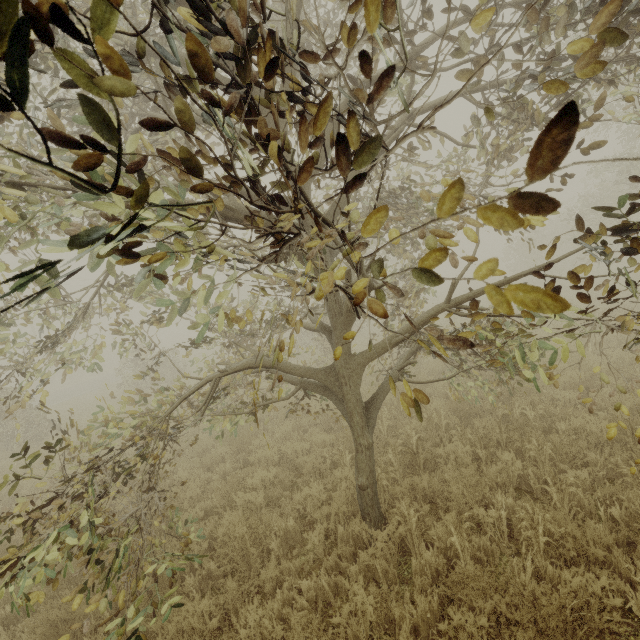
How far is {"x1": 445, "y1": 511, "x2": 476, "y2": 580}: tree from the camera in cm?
344

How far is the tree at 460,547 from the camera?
3.4 meters

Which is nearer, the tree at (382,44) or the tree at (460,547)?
the tree at (382,44)

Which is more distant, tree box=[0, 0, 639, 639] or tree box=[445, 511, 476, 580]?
tree box=[445, 511, 476, 580]

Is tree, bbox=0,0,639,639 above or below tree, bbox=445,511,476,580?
above

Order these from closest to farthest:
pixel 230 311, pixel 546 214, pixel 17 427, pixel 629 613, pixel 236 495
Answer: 1. pixel 546 214
2. pixel 230 311
3. pixel 629 613
4. pixel 17 427
5. pixel 236 495
